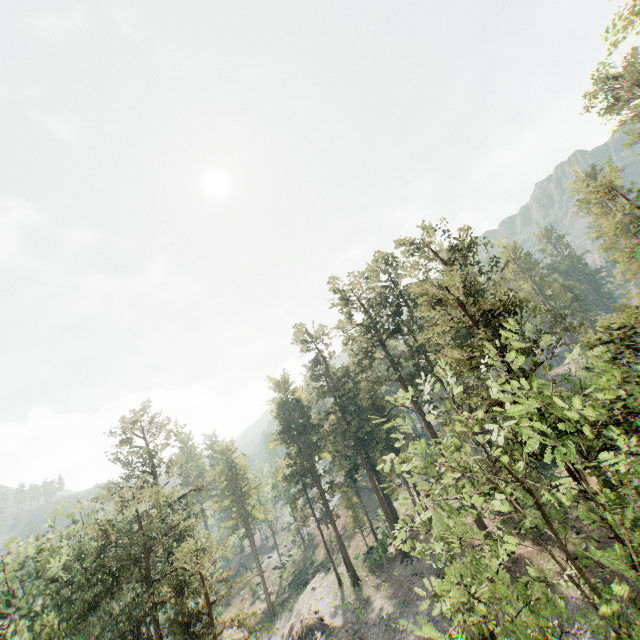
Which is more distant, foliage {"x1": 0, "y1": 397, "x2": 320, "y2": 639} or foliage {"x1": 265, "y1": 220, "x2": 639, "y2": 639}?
foliage {"x1": 0, "y1": 397, "x2": 320, "y2": 639}

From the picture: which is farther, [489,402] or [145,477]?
[145,477]

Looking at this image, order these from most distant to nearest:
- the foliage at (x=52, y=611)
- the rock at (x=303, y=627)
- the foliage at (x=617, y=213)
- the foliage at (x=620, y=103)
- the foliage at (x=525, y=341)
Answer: the foliage at (x=620, y=103), the rock at (x=303, y=627), the foliage at (x=617, y=213), the foliage at (x=52, y=611), the foliage at (x=525, y=341)

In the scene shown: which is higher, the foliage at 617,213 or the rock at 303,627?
the foliage at 617,213

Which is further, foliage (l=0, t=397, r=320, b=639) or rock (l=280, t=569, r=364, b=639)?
rock (l=280, t=569, r=364, b=639)

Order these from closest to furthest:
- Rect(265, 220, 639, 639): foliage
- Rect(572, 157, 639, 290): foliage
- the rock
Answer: Rect(265, 220, 639, 639): foliage < Rect(572, 157, 639, 290): foliage < the rock
